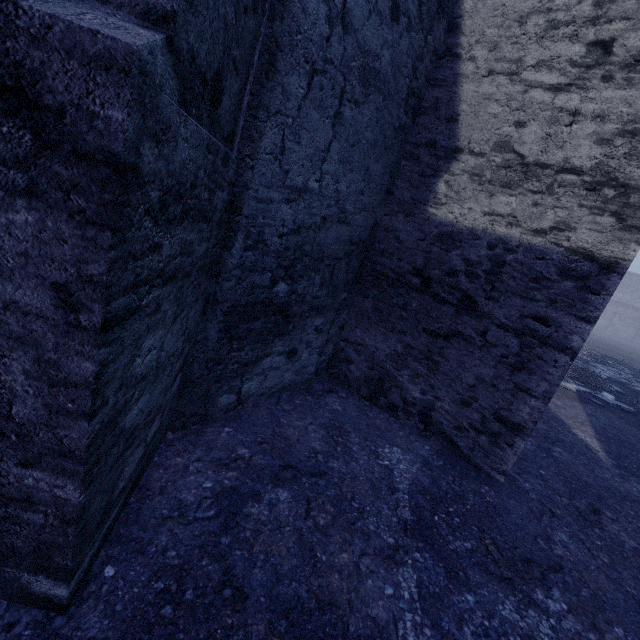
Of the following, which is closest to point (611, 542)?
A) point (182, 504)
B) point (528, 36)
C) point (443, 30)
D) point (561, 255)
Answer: point (561, 255)
